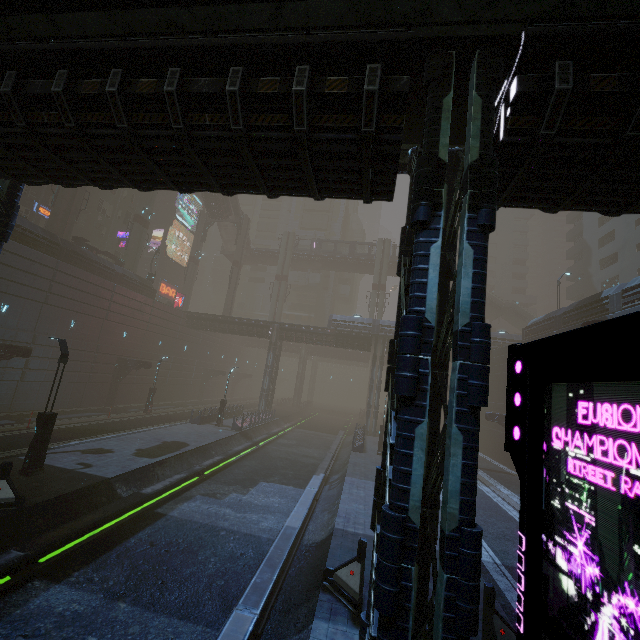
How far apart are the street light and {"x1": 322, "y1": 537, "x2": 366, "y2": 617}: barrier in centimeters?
1232cm

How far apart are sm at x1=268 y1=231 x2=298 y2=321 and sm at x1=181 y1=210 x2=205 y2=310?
12.2 meters

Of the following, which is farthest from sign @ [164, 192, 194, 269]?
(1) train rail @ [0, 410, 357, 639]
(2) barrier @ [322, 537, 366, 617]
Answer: (2) barrier @ [322, 537, 366, 617]

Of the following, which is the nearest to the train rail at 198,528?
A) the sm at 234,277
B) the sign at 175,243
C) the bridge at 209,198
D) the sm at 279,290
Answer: the sm at 279,290

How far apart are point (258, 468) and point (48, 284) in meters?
21.6

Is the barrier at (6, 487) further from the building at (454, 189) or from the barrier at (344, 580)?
the barrier at (344, 580)

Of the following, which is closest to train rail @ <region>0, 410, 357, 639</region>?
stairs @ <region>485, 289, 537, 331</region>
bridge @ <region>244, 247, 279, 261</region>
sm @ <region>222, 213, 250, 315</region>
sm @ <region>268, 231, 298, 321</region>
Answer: sm @ <region>268, 231, 298, 321</region>

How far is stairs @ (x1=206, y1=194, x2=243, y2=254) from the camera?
50.87m
